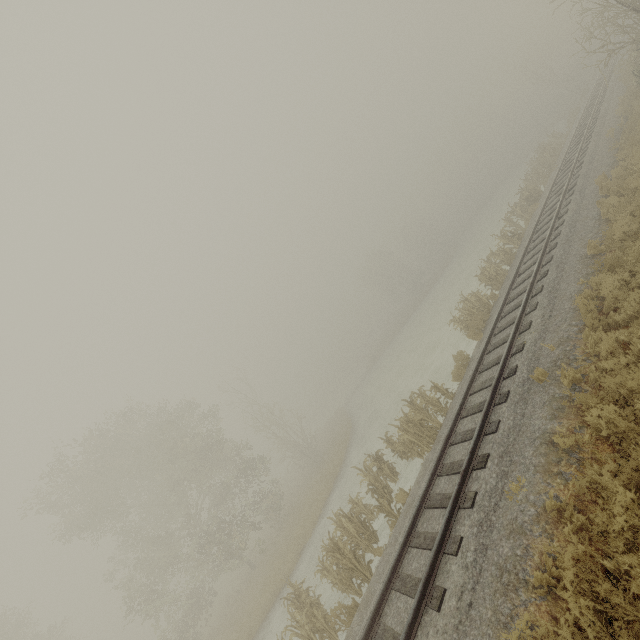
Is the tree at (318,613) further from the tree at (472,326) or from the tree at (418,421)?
the tree at (472,326)

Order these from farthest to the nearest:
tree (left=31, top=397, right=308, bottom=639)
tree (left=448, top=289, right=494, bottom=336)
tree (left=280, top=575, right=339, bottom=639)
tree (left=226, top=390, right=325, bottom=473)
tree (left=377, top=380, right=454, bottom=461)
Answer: tree (left=226, top=390, right=325, bottom=473), tree (left=31, top=397, right=308, bottom=639), tree (left=448, top=289, right=494, bottom=336), tree (left=377, top=380, right=454, bottom=461), tree (left=280, top=575, right=339, bottom=639)

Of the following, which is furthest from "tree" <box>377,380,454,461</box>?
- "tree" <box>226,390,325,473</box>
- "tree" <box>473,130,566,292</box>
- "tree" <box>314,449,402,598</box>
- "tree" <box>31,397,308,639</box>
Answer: "tree" <box>473,130,566,292</box>

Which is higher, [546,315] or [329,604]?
[546,315]

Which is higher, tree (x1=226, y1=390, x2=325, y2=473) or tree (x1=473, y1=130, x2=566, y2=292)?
tree (x1=226, y1=390, x2=325, y2=473)

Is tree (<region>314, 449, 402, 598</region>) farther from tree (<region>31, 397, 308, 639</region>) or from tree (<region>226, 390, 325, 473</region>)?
tree (<region>226, 390, 325, 473</region>)

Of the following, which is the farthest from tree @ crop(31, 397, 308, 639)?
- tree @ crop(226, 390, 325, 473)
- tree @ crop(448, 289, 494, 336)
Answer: tree @ crop(448, 289, 494, 336)

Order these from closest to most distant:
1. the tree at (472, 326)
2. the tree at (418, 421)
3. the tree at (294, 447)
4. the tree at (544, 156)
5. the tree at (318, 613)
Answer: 1. the tree at (318, 613)
2. the tree at (418, 421)
3. the tree at (472, 326)
4. the tree at (544, 156)
5. the tree at (294, 447)
